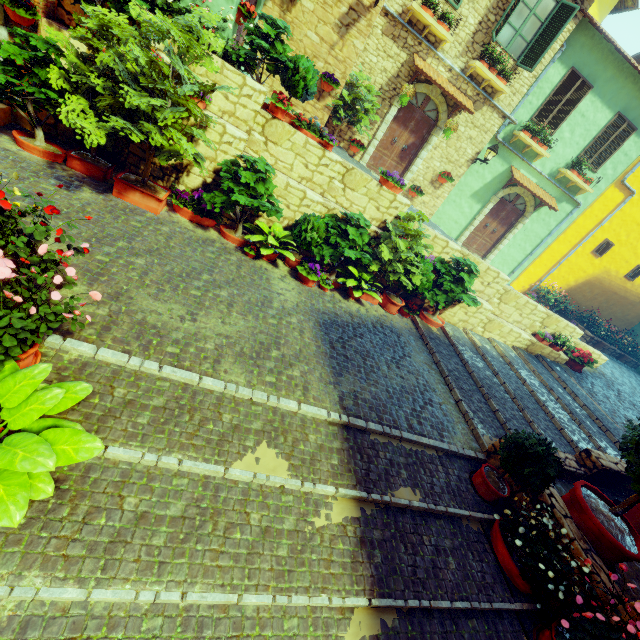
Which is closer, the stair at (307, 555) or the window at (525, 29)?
the stair at (307, 555)

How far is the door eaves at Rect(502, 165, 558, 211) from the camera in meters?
11.8

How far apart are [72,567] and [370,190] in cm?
784

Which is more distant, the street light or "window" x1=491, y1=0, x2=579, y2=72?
the street light

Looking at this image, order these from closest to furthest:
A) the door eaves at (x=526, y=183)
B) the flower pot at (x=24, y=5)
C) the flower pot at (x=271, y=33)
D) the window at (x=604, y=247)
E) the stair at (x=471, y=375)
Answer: the flower pot at (x=24, y=5)
the flower pot at (x=271, y=33)
the stair at (x=471, y=375)
the door eaves at (x=526, y=183)
the window at (x=604, y=247)

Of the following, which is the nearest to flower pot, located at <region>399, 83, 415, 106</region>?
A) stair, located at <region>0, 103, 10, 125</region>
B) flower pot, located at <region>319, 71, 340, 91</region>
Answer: flower pot, located at <region>319, 71, 340, 91</region>

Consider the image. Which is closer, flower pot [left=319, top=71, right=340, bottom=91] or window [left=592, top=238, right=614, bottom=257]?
flower pot [left=319, top=71, right=340, bottom=91]

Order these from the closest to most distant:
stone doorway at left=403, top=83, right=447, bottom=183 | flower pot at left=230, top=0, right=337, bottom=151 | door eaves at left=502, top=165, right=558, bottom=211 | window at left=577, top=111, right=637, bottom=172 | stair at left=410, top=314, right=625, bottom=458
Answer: flower pot at left=230, top=0, right=337, bottom=151
stair at left=410, top=314, right=625, bottom=458
stone doorway at left=403, top=83, right=447, bottom=183
window at left=577, top=111, right=637, bottom=172
door eaves at left=502, top=165, right=558, bottom=211
